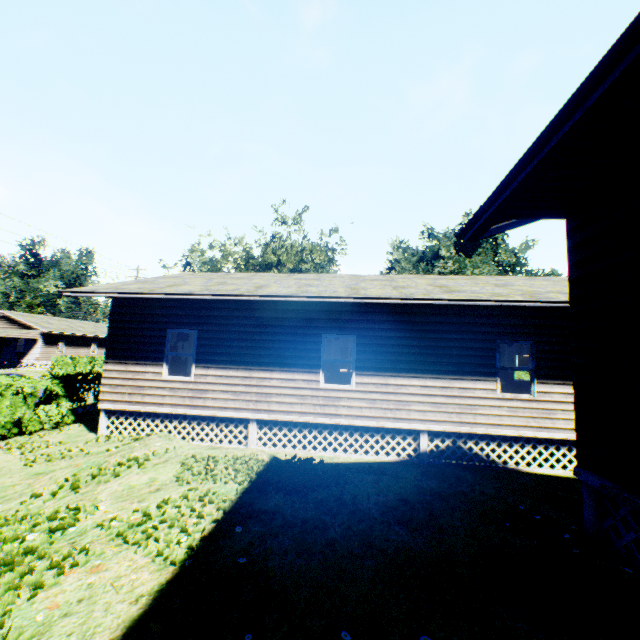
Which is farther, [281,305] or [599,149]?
[281,305]
